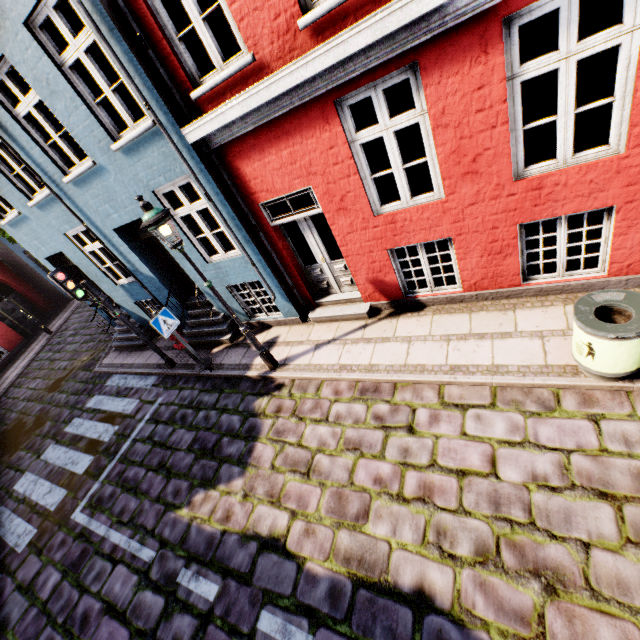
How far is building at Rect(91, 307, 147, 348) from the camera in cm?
1062

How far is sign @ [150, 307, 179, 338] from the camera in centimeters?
669cm

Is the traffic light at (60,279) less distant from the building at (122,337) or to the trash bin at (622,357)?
the building at (122,337)

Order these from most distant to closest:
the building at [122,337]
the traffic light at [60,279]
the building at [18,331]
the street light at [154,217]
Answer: the building at [18,331] < the building at [122,337] < the traffic light at [60,279] < the street light at [154,217]

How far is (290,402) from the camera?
6.2m

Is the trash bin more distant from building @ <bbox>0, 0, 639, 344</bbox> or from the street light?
the street light

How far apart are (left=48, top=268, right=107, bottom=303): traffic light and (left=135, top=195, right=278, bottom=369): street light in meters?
3.4

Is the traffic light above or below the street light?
below
